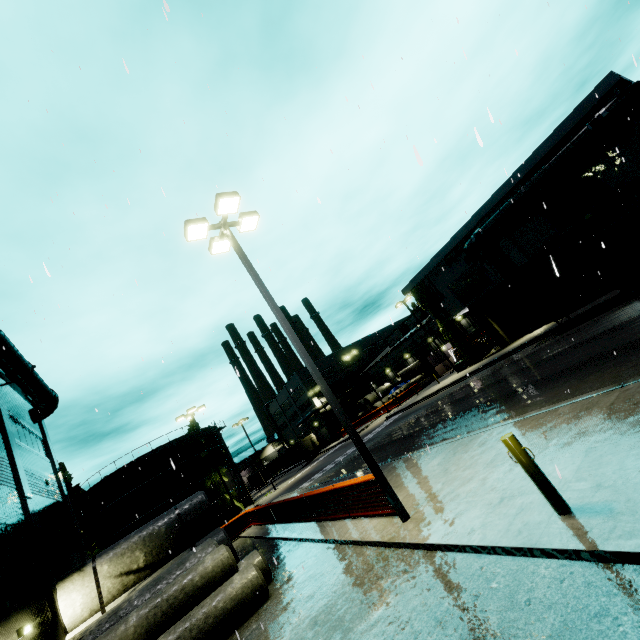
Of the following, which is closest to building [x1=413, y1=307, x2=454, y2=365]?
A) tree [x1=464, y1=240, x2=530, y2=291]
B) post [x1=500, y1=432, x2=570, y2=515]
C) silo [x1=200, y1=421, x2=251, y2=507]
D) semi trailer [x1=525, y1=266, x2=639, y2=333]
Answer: tree [x1=464, y1=240, x2=530, y2=291]

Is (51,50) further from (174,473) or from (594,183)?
(174,473)

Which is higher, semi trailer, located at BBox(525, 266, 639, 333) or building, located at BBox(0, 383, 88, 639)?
building, located at BBox(0, 383, 88, 639)

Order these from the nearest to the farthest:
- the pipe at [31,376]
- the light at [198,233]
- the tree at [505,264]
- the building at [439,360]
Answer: the light at [198,233] → the pipe at [31,376] → the tree at [505,264] → the building at [439,360]

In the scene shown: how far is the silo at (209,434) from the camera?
43.2m

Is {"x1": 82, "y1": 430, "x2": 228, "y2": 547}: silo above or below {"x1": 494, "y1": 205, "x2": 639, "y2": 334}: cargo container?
above

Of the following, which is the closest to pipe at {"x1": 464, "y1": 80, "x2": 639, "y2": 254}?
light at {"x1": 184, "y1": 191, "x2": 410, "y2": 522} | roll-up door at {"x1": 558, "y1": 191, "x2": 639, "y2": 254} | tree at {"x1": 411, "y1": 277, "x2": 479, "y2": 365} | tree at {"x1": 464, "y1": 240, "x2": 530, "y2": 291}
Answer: tree at {"x1": 464, "y1": 240, "x2": 530, "y2": 291}

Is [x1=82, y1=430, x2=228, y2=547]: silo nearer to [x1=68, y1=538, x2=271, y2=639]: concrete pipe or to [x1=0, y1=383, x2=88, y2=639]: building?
[x1=0, y1=383, x2=88, y2=639]: building
